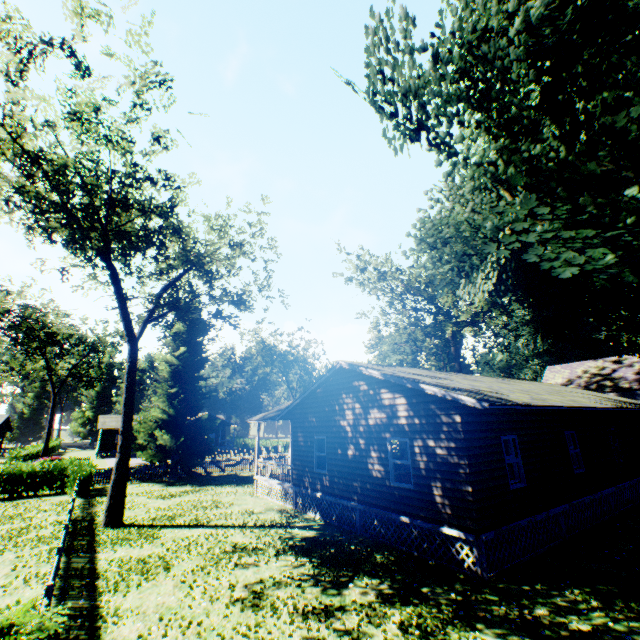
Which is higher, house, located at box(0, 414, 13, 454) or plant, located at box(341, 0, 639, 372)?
plant, located at box(341, 0, 639, 372)

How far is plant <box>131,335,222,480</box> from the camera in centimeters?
2589cm

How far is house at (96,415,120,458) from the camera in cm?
5075

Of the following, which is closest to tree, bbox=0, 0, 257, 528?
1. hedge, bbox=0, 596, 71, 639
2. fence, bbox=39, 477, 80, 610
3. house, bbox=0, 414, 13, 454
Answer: hedge, bbox=0, 596, 71, 639

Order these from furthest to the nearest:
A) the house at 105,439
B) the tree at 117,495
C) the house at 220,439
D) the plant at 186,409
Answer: the house at 220,439
the house at 105,439
the plant at 186,409
the tree at 117,495

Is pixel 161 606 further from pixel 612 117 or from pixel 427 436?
pixel 612 117

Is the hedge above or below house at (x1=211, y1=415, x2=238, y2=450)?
below

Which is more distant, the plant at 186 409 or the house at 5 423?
the house at 5 423
